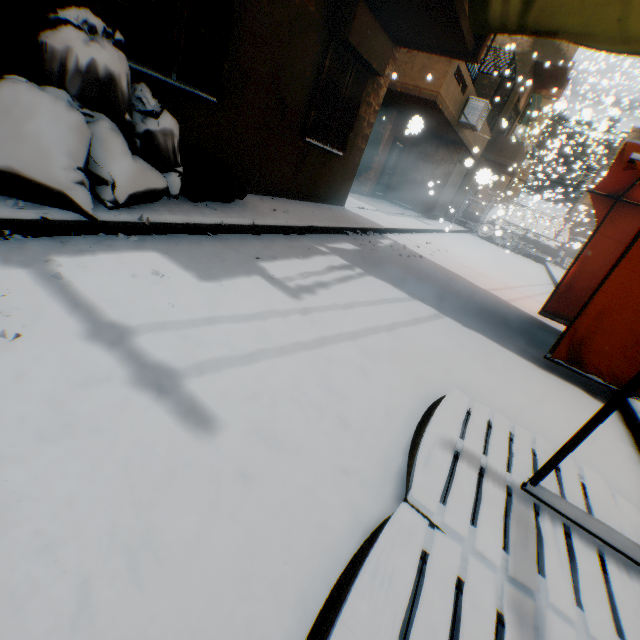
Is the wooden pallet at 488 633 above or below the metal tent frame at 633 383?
below

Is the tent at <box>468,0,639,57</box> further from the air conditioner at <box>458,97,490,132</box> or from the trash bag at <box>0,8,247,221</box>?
the air conditioner at <box>458,97,490,132</box>

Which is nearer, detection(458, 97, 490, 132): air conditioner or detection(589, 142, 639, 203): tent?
detection(589, 142, 639, 203): tent

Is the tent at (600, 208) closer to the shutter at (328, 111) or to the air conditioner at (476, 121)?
the shutter at (328, 111)

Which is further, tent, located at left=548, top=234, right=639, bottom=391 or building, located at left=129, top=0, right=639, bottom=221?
building, located at left=129, top=0, right=639, bottom=221

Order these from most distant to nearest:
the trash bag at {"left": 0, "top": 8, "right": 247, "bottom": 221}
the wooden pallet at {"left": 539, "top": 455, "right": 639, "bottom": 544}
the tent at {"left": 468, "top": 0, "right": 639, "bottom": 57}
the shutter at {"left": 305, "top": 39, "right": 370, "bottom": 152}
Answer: the shutter at {"left": 305, "top": 39, "right": 370, "bottom": 152}, the tent at {"left": 468, "top": 0, "right": 639, "bottom": 57}, the trash bag at {"left": 0, "top": 8, "right": 247, "bottom": 221}, the wooden pallet at {"left": 539, "top": 455, "right": 639, "bottom": 544}

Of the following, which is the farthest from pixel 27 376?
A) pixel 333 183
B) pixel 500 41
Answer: pixel 500 41

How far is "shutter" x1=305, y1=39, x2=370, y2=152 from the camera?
5.9 meters
